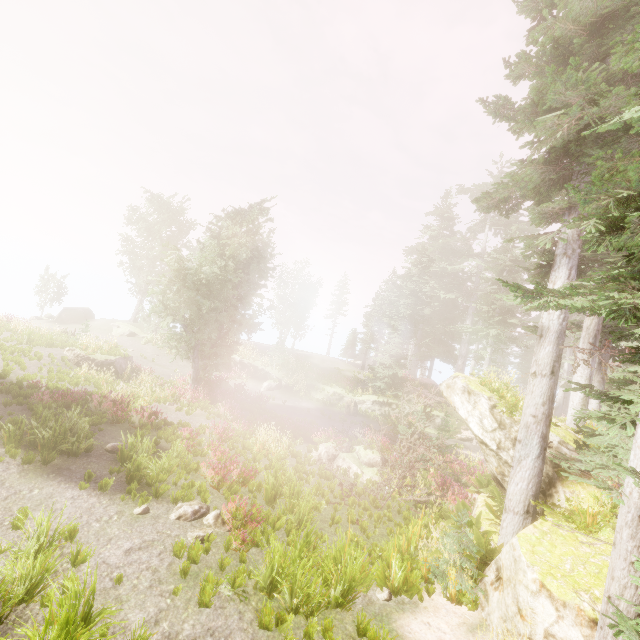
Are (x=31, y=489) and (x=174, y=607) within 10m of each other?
yes

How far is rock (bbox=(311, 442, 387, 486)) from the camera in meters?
14.1 m

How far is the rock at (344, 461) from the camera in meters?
14.1

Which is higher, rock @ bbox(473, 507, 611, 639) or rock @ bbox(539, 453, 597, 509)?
rock @ bbox(539, 453, 597, 509)

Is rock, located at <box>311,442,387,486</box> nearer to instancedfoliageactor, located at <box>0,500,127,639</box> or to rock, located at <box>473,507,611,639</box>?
instancedfoliageactor, located at <box>0,500,127,639</box>

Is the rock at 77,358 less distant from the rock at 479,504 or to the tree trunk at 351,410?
the tree trunk at 351,410

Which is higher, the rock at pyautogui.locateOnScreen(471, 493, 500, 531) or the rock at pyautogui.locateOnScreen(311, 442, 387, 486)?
the rock at pyautogui.locateOnScreen(471, 493, 500, 531)

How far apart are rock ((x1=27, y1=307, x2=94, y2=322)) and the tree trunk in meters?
30.3
